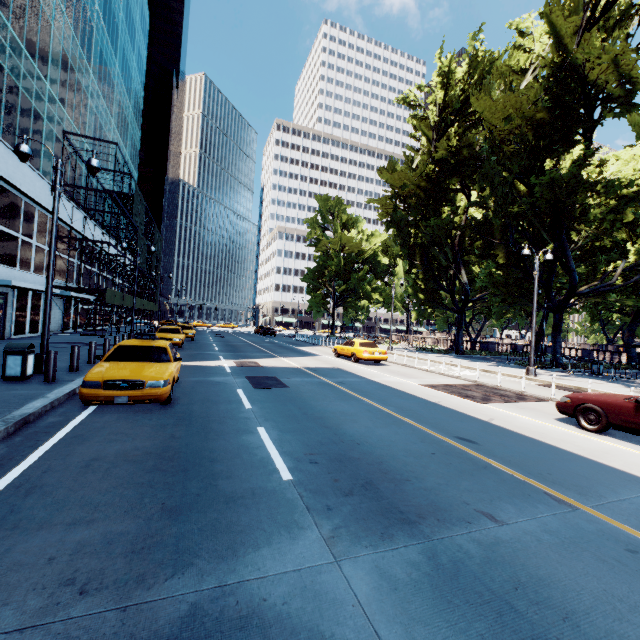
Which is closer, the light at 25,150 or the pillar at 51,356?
the pillar at 51,356

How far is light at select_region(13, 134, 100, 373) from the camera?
10.1m

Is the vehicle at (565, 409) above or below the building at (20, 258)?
below

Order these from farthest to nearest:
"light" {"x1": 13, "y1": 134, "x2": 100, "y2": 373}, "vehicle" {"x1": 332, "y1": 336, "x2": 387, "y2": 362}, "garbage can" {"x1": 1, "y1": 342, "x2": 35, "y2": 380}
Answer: "vehicle" {"x1": 332, "y1": 336, "x2": 387, "y2": 362} < "light" {"x1": 13, "y1": 134, "x2": 100, "y2": 373} < "garbage can" {"x1": 1, "y1": 342, "x2": 35, "y2": 380}

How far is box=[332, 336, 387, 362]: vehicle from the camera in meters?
19.7

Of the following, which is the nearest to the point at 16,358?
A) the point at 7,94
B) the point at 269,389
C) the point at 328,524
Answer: the point at 269,389

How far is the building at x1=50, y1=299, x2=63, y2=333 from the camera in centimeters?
2580cm

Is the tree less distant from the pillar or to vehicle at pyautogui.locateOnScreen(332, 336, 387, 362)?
vehicle at pyautogui.locateOnScreen(332, 336, 387, 362)
